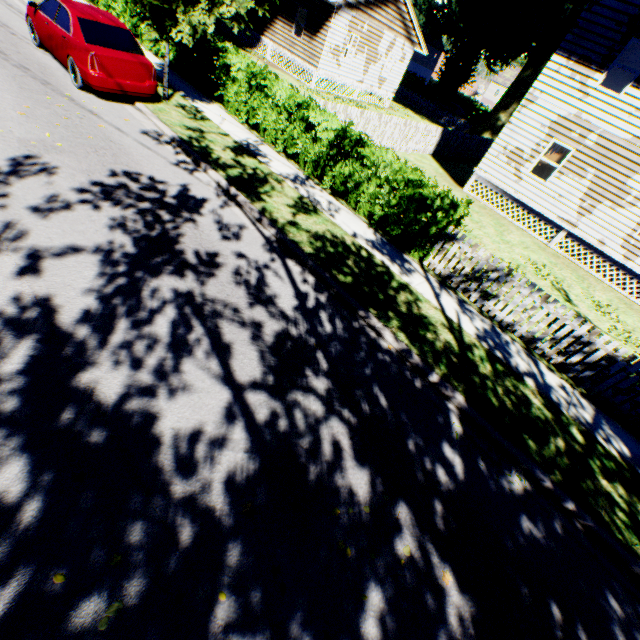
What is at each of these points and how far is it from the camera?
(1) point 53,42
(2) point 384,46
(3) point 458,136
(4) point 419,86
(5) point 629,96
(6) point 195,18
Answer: (1) car, 8.8 meters
(2) house, 23.8 meters
(3) fence, 21.5 meters
(4) hedge, 50.3 meters
(5) house, 12.1 meters
(6) plant, 8.3 meters

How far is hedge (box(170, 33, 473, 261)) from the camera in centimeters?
828cm

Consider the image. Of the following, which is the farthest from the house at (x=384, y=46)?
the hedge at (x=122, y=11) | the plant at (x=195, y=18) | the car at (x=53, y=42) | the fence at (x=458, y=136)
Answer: the car at (x=53, y=42)

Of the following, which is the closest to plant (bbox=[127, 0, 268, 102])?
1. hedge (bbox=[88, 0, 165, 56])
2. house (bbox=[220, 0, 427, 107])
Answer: house (bbox=[220, 0, 427, 107])

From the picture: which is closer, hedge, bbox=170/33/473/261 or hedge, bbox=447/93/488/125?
hedge, bbox=170/33/473/261

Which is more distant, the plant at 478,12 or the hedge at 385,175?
the plant at 478,12

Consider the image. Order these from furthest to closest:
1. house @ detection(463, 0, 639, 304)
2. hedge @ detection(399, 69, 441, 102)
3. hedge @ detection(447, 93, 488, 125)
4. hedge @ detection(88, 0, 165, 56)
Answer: hedge @ detection(399, 69, 441, 102)
hedge @ detection(447, 93, 488, 125)
hedge @ detection(88, 0, 165, 56)
house @ detection(463, 0, 639, 304)

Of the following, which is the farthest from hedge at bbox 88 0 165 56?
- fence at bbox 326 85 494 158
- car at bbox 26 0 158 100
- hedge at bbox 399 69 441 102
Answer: hedge at bbox 399 69 441 102
